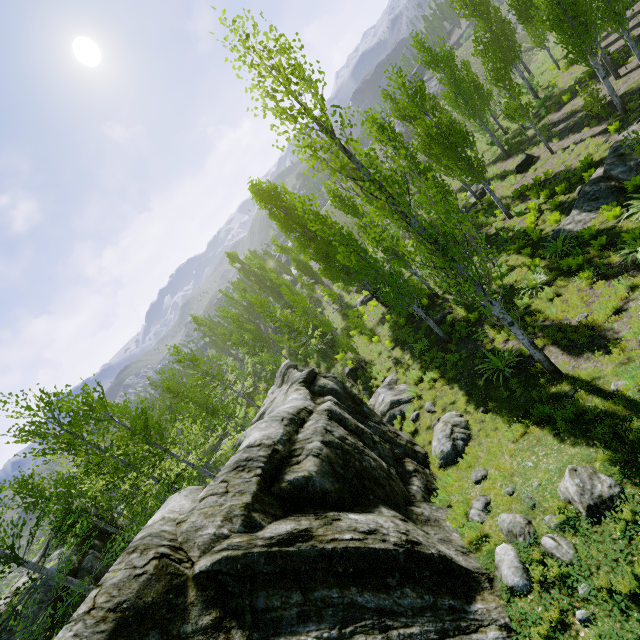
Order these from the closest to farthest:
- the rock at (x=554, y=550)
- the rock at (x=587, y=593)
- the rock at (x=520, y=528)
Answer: the rock at (x=587, y=593) < the rock at (x=554, y=550) < the rock at (x=520, y=528)

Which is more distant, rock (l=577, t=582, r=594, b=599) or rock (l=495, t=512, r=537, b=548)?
rock (l=495, t=512, r=537, b=548)

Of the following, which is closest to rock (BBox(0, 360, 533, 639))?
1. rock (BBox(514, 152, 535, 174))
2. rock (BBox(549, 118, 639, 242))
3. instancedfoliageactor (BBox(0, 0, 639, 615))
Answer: instancedfoliageactor (BBox(0, 0, 639, 615))

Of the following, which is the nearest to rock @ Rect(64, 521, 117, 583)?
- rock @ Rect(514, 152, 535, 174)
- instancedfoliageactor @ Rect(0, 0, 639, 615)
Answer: instancedfoliageactor @ Rect(0, 0, 639, 615)

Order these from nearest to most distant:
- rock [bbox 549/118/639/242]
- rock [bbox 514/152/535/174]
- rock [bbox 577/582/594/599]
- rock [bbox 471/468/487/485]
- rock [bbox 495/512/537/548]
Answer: rock [bbox 577/582/594/599]
rock [bbox 495/512/537/548]
rock [bbox 471/468/487/485]
rock [bbox 549/118/639/242]
rock [bbox 514/152/535/174]

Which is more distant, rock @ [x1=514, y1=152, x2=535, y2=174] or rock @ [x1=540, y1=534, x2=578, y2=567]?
rock @ [x1=514, y1=152, x2=535, y2=174]

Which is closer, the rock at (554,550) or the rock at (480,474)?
the rock at (554,550)

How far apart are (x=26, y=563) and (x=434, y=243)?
16.5 meters
